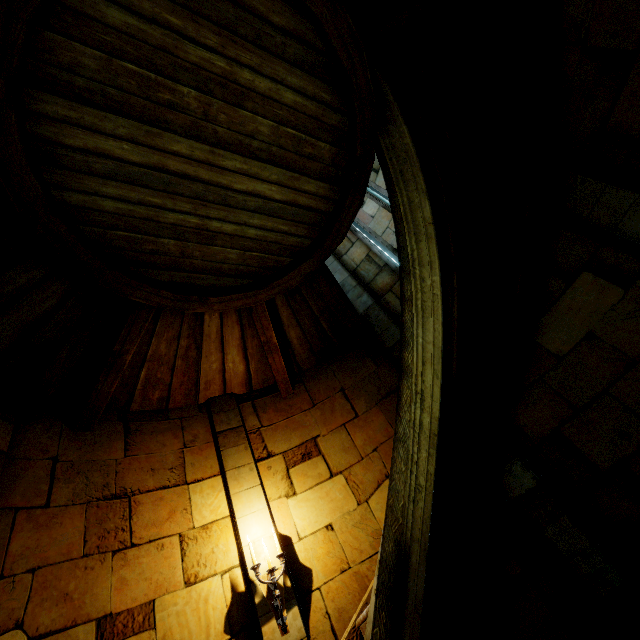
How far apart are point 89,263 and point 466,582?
5.8m
